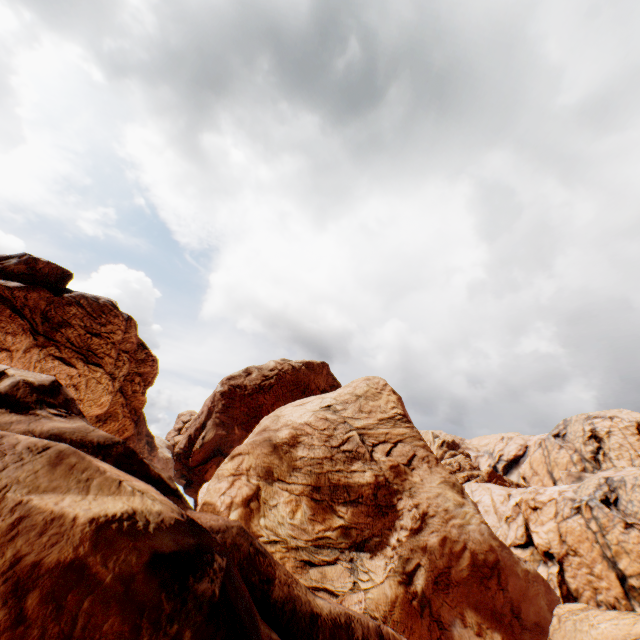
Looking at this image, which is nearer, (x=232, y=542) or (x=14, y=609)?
(x=14, y=609)
